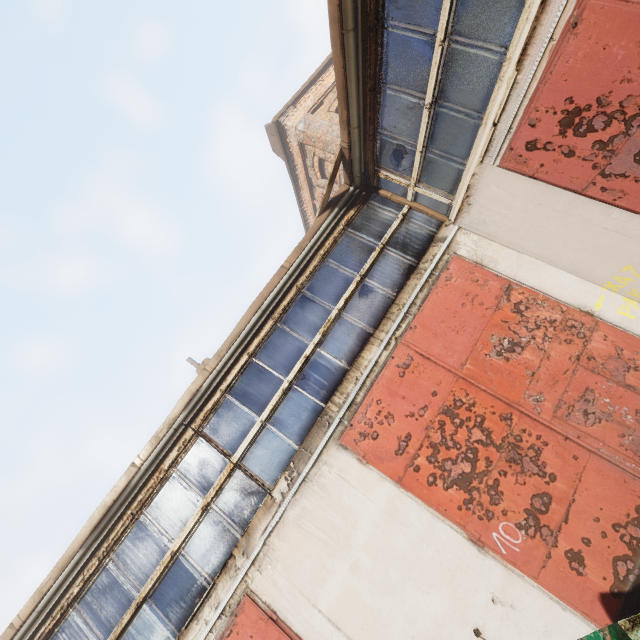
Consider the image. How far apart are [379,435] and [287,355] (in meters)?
1.99
